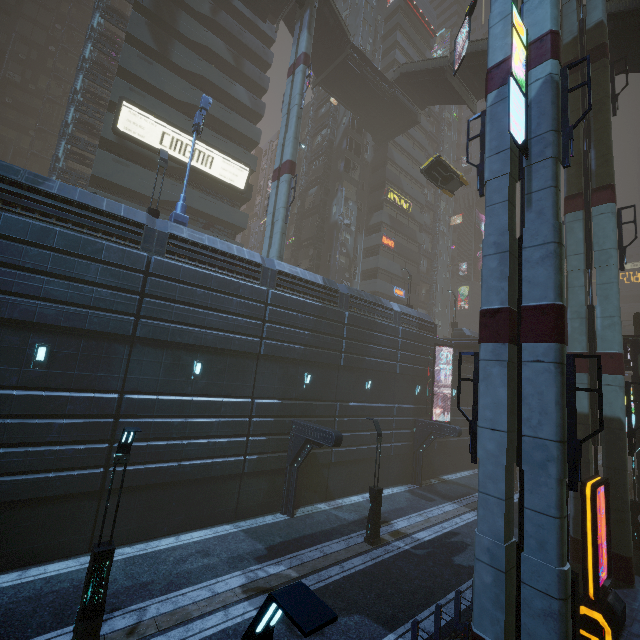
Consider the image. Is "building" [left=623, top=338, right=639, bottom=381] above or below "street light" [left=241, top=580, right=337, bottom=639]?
above

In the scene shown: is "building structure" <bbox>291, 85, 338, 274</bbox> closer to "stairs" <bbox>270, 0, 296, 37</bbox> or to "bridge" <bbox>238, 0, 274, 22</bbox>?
"stairs" <bbox>270, 0, 296, 37</bbox>

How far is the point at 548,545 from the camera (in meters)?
7.93

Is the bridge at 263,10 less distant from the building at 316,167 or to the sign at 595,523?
the building at 316,167

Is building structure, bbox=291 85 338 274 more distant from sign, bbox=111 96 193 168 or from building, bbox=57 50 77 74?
sign, bbox=111 96 193 168

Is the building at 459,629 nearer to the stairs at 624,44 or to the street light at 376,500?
the stairs at 624,44

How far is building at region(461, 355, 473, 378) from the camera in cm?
2878

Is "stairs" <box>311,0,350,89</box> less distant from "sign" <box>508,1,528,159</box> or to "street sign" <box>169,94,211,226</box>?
"sign" <box>508,1,528,159</box>
